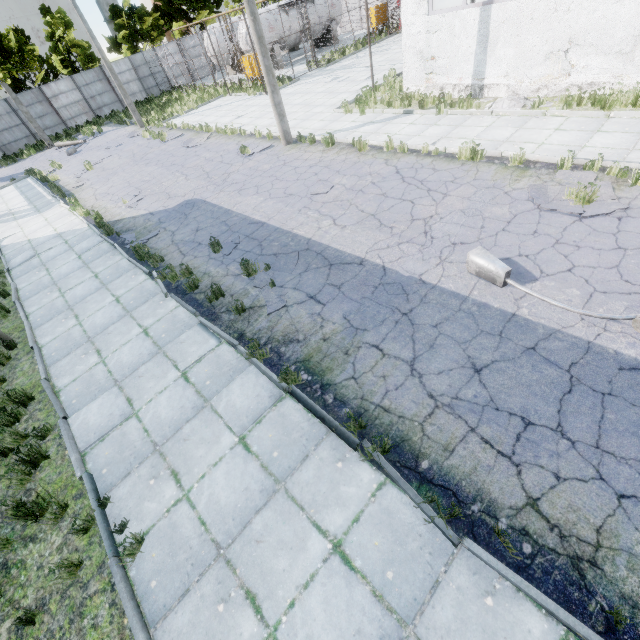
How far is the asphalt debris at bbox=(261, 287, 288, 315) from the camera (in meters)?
6.68

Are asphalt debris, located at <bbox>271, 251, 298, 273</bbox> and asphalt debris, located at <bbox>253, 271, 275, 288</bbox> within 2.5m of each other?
yes

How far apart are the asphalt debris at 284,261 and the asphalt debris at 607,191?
5.51m

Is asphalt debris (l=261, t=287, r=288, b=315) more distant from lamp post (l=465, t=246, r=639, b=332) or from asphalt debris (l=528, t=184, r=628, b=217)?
asphalt debris (l=528, t=184, r=628, b=217)

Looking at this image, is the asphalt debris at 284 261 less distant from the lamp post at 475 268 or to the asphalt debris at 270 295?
the asphalt debris at 270 295

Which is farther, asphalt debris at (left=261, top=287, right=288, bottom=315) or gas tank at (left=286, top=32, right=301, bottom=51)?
gas tank at (left=286, top=32, right=301, bottom=51)

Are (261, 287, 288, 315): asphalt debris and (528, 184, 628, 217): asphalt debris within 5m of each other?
no

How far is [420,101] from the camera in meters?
13.1 m
